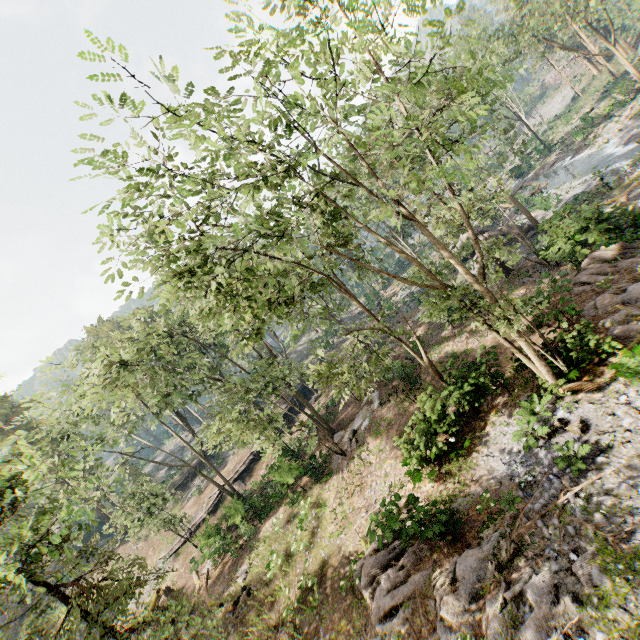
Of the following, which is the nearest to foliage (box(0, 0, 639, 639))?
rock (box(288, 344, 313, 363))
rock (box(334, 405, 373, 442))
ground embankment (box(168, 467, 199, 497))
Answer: rock (box(288, 344, 313, 363))

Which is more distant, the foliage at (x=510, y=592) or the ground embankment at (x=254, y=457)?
the ground embankment at (x=254, y=457)

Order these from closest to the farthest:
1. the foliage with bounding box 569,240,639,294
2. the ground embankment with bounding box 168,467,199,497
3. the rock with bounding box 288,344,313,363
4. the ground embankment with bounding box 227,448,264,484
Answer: the foliage with bounding box 569,240,639,294
the ground embankment with bounding box 227,448,264,484
the ground embankment with bounding box 168,467,199,497
the rock with bounding box 288,344,313,363

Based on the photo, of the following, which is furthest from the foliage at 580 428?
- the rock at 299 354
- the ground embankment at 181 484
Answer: the ground embankment at 181 484

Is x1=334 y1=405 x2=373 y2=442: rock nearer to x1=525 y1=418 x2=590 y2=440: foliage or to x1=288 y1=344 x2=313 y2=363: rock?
x1=525 y1=418 x2=590 y2=440: foliage

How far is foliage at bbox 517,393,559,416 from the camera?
13.0 meters

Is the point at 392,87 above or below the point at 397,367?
above

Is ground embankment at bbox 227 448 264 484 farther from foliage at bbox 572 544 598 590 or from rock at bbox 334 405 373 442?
rock at bbox 334 405 373 442
